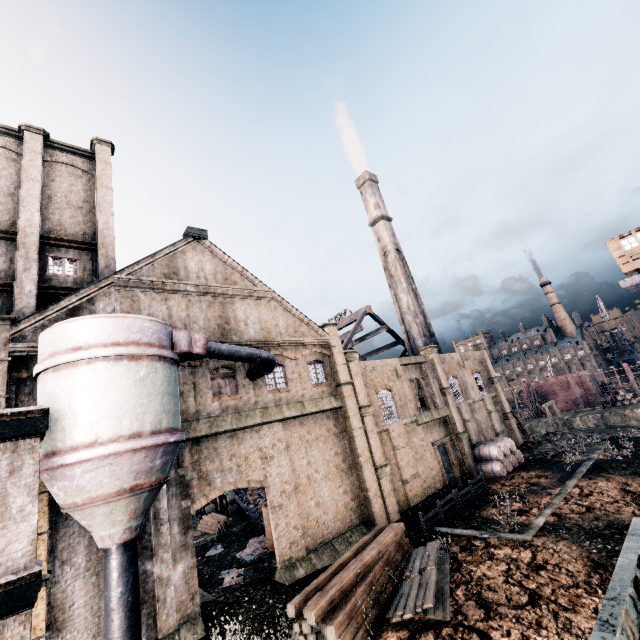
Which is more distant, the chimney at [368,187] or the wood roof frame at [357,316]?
the chimney at [368,187]

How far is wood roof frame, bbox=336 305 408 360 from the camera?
41.50m

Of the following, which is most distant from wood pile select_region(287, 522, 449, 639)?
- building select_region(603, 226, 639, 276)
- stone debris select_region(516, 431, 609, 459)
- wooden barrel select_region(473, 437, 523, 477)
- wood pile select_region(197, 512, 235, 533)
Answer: building select_region(603, 226, 639, 276)

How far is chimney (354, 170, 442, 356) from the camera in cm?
4341

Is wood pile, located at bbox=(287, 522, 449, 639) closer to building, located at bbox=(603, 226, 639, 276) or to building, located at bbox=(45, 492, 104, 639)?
building, located at bbox=(45, 492, 104, 639)

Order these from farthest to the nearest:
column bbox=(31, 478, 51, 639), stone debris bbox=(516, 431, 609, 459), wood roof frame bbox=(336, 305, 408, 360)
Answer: wood roof frame bbox=(336, 305, 408, 360) < stone debris bbox=(516, 431, 609, 459) < column bbox=(31, 478, 51, 639)

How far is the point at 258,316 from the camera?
22.83m

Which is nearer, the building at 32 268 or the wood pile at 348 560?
the wood pile at 348 560
